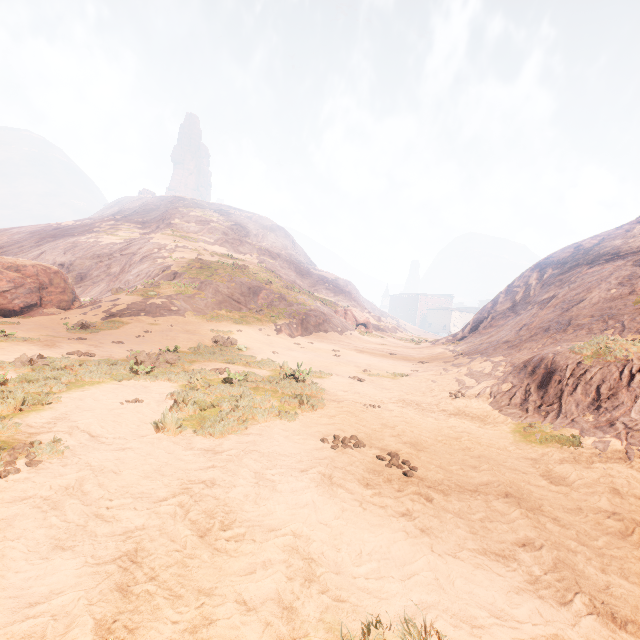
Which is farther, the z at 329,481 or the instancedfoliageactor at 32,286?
the instancedfoliageactor at 32,286

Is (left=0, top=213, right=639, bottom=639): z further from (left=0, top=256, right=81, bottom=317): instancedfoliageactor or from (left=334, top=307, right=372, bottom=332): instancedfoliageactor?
(left=0, top=256, right=81, bottom=317): instancedfoliageactor

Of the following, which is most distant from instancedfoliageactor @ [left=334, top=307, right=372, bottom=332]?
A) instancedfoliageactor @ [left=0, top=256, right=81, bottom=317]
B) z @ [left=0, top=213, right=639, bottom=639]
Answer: instancedfoliageactor @ [left=0, top=256, right=81, bottom=317]

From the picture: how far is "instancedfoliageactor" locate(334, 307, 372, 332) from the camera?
37.8m

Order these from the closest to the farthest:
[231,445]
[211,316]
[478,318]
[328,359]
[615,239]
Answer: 1. [231,445]
2. [328,359]
3. [211,316]
4. [615,239]
5. [478,318]

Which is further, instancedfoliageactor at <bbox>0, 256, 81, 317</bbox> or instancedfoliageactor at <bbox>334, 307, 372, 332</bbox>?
instancedfoliageactor at <bbox>334, 307, 372, 332</bbox>

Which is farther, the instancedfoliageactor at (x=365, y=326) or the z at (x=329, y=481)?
the instancedfoliageactor at (x=365, y=326)

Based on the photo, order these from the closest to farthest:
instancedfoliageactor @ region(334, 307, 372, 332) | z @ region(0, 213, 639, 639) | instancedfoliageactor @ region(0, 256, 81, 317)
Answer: z @ region(0, 213, 639, 639), instancedfoliageactor @ region(0, 256, 81, 317), instancedfoliageactor @ region(334, 307, 372, 332)
